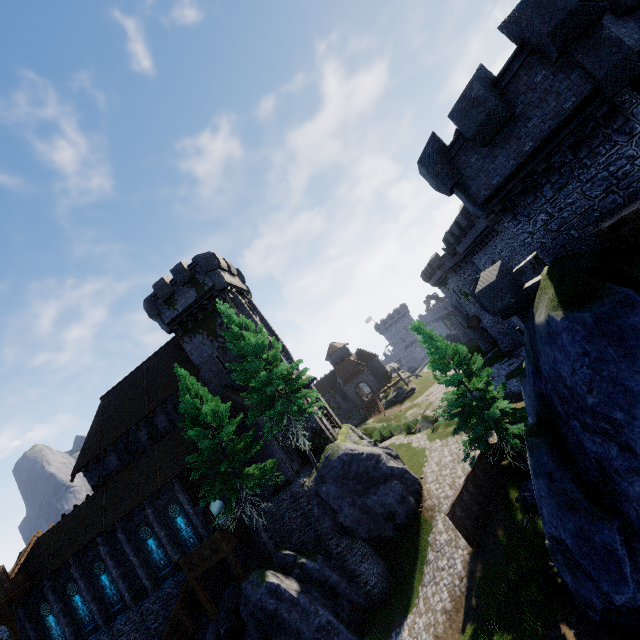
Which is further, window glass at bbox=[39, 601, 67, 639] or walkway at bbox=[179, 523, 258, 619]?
window glass at bbox=[39, 601, 67, 639]

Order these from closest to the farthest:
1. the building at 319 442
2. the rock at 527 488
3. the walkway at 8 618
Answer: the rock at 527 488
the walkway at 8 618
the building at 319 442

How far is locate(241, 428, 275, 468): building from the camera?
23.7m

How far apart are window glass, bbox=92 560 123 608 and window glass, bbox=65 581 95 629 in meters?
1.5

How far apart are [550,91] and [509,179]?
2.73m

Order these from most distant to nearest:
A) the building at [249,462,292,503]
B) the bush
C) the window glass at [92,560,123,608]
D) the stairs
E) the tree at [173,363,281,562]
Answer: the bush → the window glass at [92,560,123,608] → the building at [249,462,292,503] → the stairs → the tree at [173,363,281,562]

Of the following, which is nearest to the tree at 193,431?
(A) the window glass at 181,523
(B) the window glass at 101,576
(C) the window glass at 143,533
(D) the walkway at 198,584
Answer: (D) the walkway at 198,584

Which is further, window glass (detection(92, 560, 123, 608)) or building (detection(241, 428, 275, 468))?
window glass (detection(92, 560, 123, 608))
